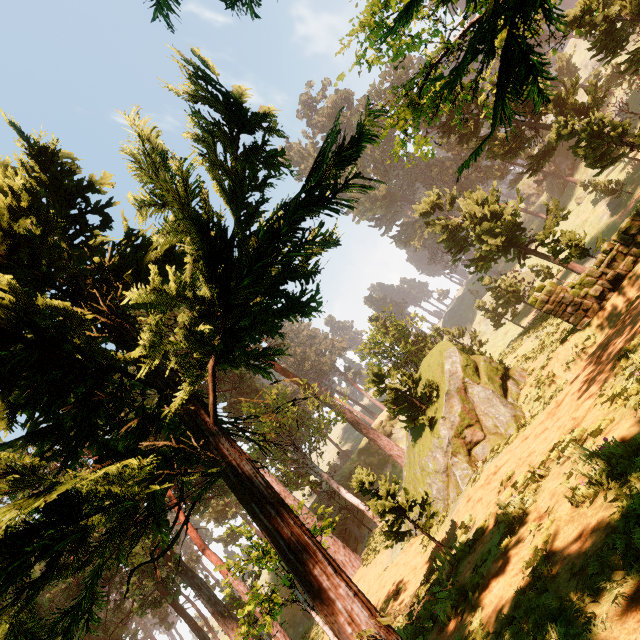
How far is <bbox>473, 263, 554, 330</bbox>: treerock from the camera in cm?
3167

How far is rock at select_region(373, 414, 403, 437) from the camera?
50.75m

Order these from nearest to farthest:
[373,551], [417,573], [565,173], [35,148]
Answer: [35,148] < [417,573] < [373,551] < [565,173]

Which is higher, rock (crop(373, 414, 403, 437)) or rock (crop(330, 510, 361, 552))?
rock (crop(373, 414, 403, 437))

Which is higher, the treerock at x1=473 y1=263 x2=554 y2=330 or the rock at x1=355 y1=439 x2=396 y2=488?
the rock at x1=355 y1=439 x2=396 y2=488

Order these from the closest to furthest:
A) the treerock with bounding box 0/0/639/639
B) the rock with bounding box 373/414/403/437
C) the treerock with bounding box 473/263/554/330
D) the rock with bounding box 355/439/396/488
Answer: the treerock with bounding box 0/0/639/639, the treerock with bounding box 473/263/554/330, the rock with bounding box 355/439/396/488, the rock with bounding box 373/414/403/437

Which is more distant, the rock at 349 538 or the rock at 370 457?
the rock at 370 457

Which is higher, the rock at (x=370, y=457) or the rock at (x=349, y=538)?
the rock at (x=370, y=457)
